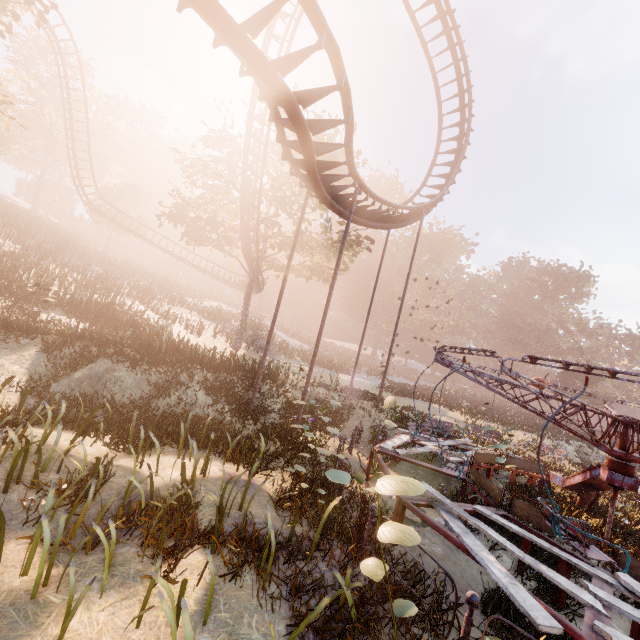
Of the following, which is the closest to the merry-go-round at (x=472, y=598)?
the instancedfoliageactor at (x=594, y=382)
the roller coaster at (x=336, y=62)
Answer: the roller coaster at (x=336, y=62)

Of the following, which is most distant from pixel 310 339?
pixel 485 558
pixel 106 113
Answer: pixel 485 558

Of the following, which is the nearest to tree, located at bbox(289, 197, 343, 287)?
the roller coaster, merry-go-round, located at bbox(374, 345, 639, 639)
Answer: the roller coaster

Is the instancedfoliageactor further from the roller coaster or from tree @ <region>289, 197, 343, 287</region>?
the roller coaster

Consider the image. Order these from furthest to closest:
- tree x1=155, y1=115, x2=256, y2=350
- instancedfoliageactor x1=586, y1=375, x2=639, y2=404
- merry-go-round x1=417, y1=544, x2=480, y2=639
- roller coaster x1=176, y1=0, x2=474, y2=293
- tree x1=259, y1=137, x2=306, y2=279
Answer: instancedfoliageactor x1=586, y1=375, x2=639, y2=404 < tree x1=155, y1=115, x2=256, y2=350 < tree x1=259, y1=137, x2=306, y2=279 < roller coaster x1=176, y1=0, x2=474, y2=293 < merry-go-round x1=417, y1=544, x2=480, y2=639

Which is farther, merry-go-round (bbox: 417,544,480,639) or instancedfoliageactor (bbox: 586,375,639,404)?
instancedfoliageactor (bbox: 586,375,639,404)

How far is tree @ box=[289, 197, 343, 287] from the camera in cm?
2436

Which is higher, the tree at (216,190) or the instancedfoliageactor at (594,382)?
the tree at (216,190)
